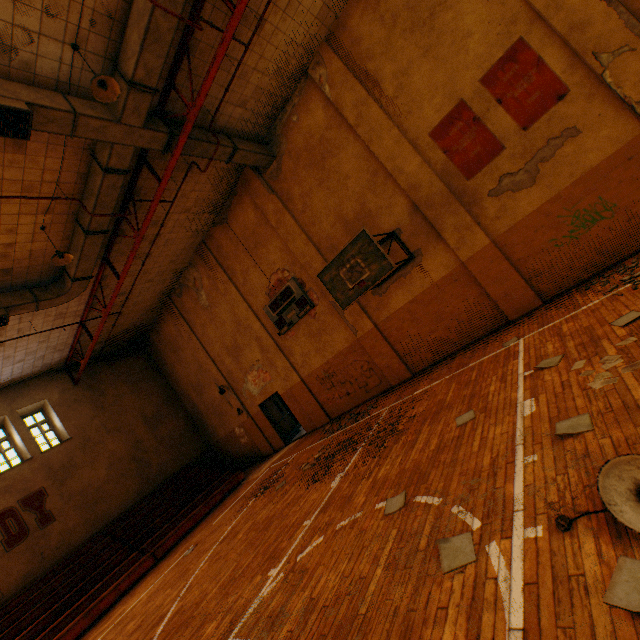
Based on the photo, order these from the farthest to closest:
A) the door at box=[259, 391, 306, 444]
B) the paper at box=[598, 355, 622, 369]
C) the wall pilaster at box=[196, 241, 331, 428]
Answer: the door at box=[259, 391, 306, 444] < the wall pilaster at box=[196, 241, 331, 428] < the paper at box=[598, 355, 622, 369]

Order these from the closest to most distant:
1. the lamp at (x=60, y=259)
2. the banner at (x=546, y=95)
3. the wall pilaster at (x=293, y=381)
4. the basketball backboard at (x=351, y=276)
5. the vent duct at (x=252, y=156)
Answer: the banner at (x=546, y=95)
the basketball backboard at (x=351, y=276)
the lamp at (x=60, y=259)
the vent duct at (x=252, y=156)
the wall pilaster at (x=293, y=381)

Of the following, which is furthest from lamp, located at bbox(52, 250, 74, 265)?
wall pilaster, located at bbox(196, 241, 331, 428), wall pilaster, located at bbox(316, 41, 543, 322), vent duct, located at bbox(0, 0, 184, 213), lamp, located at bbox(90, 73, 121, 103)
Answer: wall pilaster, located at bbox(316, 41, 543, 322)

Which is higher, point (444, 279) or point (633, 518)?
point (444, 279)

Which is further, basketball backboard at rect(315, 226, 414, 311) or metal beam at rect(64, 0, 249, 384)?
basketball backboard at rect(315, 226, 414, 311)

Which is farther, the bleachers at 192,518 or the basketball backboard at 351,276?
the bleachers at 192,518

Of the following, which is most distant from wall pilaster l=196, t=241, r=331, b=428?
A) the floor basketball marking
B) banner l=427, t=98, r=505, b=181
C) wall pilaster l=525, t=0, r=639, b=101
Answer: wall pilaster l=525, t=0, r=639, b=101

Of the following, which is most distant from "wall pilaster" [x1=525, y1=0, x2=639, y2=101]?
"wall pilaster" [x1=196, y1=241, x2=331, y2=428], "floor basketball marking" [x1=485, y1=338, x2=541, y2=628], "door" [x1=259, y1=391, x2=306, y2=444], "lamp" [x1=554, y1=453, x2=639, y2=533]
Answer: "door" [x1=259, y1=391, x2=306, y2=444]
